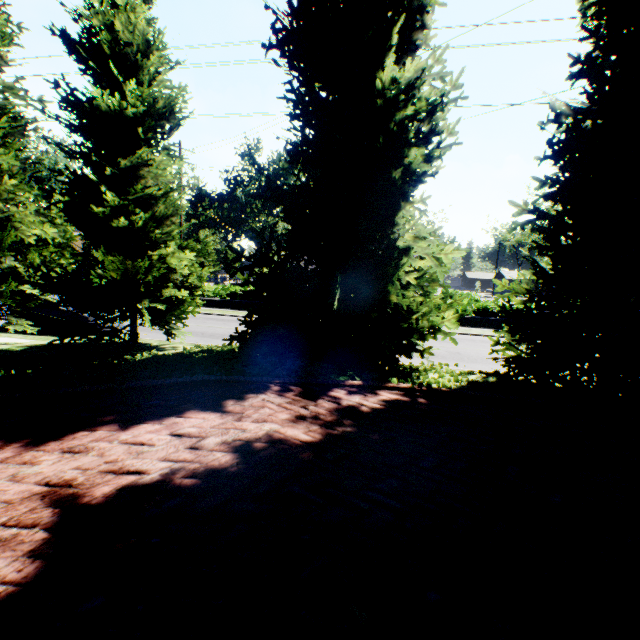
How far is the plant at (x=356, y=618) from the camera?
1.52m

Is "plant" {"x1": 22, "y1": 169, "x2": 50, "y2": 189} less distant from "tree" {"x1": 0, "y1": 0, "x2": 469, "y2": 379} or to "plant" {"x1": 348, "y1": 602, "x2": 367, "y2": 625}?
"tree" {"x1": 0, "y1": 0, "x2": 469, "y2": 379}

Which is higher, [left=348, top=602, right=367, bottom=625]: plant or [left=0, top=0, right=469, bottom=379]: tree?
[left=0, top=0, right=469, bottom=379]: tree

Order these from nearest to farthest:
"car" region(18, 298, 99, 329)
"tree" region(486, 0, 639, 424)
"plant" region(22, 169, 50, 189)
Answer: "tree" region(486, 0, 639, 424) < "car" region(18, 298, 99, 329) < "plant" region(22, 169, 50, 189)

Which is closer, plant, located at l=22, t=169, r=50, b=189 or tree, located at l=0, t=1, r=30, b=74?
tree, located at l=0, t=1, r=30, b=74

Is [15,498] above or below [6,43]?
below

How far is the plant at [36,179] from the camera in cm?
5688
